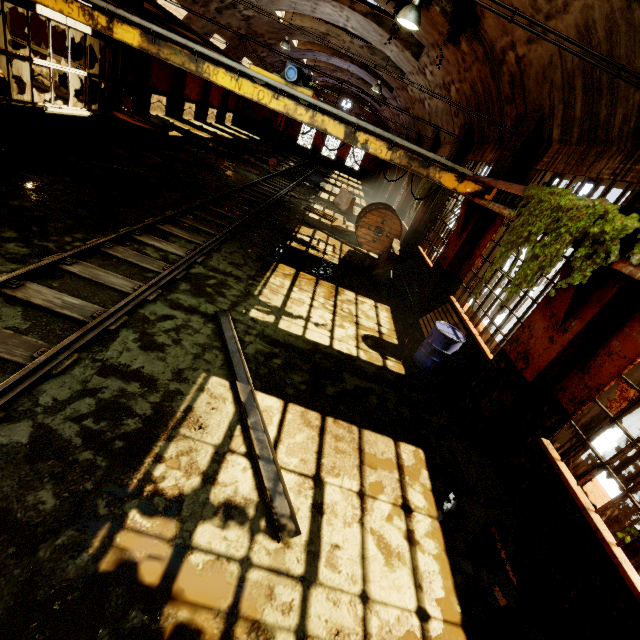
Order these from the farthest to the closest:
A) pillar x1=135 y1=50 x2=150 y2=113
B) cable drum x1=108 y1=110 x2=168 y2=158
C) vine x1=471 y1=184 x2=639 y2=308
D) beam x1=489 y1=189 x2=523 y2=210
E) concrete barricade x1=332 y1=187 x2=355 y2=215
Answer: pillar x1=135 y1=50 x2=150 y2=113 < concrete barricade x1=332 y1=187 x2=355 y2=215 < cable drum x1=108 y1=110 x2=168 y2=158 < beam x1=489 y1=189 x2=523 y2=210 < vine x1=471 y1=184 x2=639 y2=308

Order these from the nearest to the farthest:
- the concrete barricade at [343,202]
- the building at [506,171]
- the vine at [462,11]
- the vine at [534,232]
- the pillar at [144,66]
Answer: the vine at [534,232] → the building at [506,171] → the vine at [462,11] → the concrete barricade at [343,202] → the pillar at [144,66]

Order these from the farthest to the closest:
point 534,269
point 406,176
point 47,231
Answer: point 406,176 → point 47,231 → point 534,269

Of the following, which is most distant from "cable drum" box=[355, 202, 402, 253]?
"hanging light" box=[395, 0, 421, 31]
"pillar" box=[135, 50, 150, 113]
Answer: "pillar" box=[135, 50, 150, 113]

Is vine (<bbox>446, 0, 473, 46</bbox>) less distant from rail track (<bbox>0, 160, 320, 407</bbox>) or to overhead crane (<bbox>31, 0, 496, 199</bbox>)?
overhead crane (<bbox>31, 0, 496, 199</bbox>)

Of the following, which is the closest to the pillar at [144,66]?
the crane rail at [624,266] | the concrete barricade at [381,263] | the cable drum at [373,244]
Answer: the cable drum at [373,244]

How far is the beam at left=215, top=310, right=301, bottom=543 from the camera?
3.3 meters

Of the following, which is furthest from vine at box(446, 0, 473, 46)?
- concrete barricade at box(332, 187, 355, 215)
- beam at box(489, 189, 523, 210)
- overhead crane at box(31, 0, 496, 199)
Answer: concrete barricade at box(332, 187, 355, 215)
